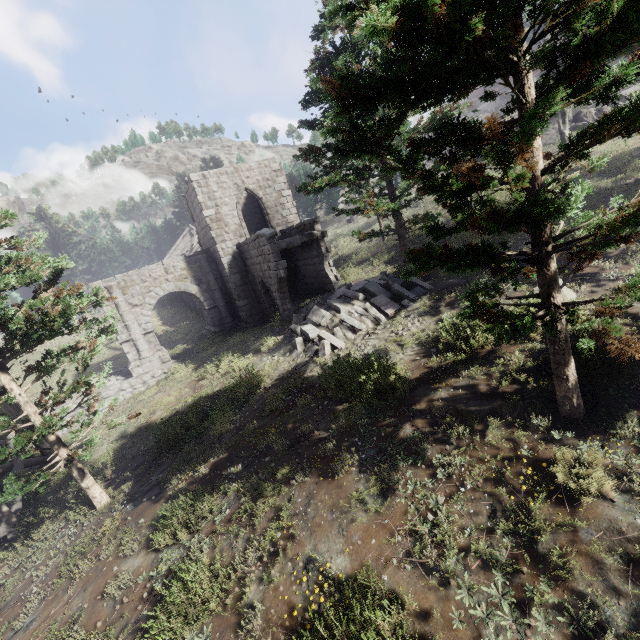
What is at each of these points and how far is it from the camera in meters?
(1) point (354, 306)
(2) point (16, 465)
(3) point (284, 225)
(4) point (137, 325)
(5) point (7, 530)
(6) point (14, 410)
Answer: (1) rubble, 12.9
(2) building, 11.9
(3) building, 21.7
(4) stone arch, 20.0
(5) building, 10.1
(6) building, 13.4

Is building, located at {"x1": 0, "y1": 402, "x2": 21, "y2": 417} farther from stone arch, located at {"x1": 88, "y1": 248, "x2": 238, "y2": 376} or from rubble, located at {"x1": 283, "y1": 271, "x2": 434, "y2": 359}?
rubble, located at {"x1": 283, "y1": 271, "x2": 434, "y2": 359}

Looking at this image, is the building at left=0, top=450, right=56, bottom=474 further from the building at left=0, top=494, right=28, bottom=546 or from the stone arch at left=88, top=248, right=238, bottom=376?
the stone arch at left=88, top=248, right=238, bottom=376

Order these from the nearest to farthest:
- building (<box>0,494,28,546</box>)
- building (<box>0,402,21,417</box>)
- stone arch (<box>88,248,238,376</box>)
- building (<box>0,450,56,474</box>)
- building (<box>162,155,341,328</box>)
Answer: building (<box>0,494,28,546</box>)
building (<box>0,450,56,474</box>)
building (<box>0,402,21,417</box>)
building (<box>162,155,341,328</box>)
stone arch (<box>88,248,238,376</box>)

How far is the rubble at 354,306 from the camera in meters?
11.8 m

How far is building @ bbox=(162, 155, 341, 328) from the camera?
17.1 meters

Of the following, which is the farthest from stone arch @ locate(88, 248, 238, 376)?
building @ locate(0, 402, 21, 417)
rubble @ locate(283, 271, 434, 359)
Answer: rubble @ locate(283, 271, 434, 359)

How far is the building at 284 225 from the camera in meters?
17.1 m
